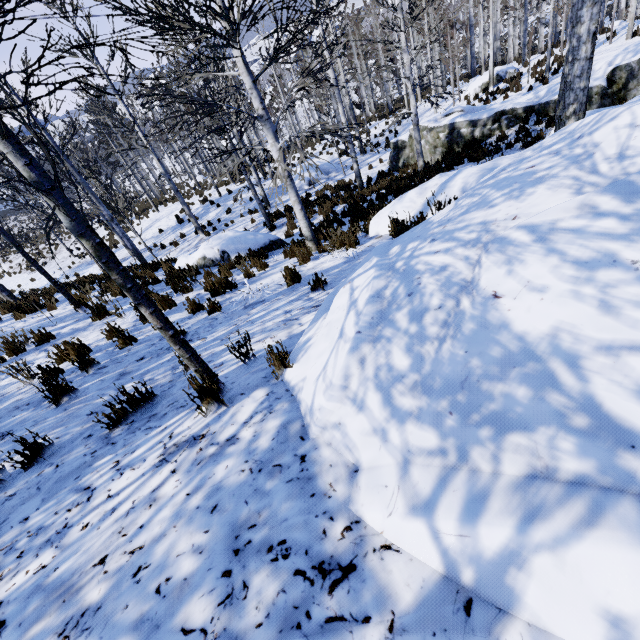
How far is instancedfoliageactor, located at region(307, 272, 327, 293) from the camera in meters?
4.6 m

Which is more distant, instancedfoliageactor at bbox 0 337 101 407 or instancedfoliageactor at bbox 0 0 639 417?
instancedfoliageactor at bbox 0 337 101 407

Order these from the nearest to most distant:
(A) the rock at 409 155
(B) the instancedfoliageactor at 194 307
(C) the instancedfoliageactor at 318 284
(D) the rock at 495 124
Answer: (C) the instancedfoliageactor at 318 284 → (B) the instancedfoliageactor at 194 307 → (D) the rock at 495 124 → (A) the rock at 409 155

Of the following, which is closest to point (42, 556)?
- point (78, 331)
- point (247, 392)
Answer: point (247, 392)

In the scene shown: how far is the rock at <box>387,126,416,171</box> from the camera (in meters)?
14.93

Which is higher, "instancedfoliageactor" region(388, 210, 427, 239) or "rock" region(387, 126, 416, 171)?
"instancedfoliageactor" region(388, 210, 427, 239)

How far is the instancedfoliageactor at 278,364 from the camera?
2.6m
